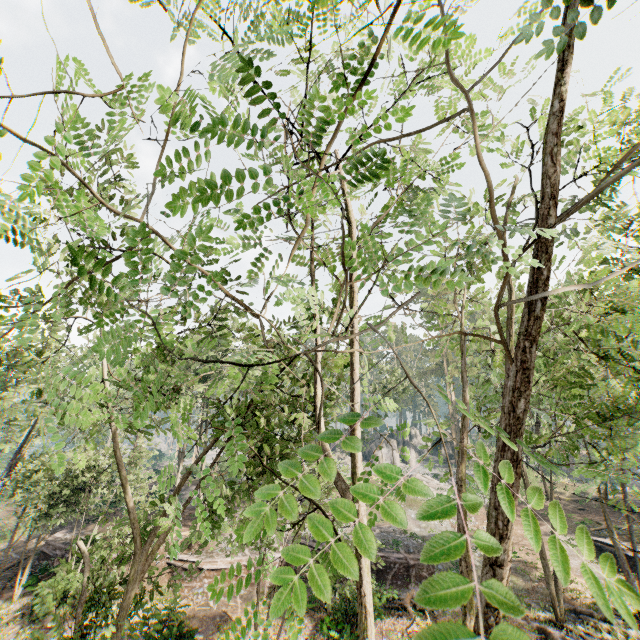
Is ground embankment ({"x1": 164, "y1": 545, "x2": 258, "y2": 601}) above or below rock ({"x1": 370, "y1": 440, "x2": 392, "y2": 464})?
below

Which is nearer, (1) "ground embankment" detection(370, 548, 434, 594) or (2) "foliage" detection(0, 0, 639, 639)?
(2) "foliage" detection(0, 0, 639, 639)

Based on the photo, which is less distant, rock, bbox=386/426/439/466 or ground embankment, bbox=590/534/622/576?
ground embankment, bbox=590/534/622/576

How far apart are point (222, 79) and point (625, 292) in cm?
1398

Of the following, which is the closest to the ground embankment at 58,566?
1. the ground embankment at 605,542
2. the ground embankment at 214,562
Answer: the ground embankment at 214,562

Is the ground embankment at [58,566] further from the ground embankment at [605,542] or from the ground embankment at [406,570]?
the ground embankment at [605,542]

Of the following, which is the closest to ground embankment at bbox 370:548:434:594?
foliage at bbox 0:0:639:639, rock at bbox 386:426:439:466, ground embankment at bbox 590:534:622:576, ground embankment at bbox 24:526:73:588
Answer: ground embankment at bbox 590:534:622:576

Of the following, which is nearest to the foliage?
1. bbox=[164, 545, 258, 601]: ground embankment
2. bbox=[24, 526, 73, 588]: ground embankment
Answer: bbox=[24, 526, 73, 588]: ground embankment
